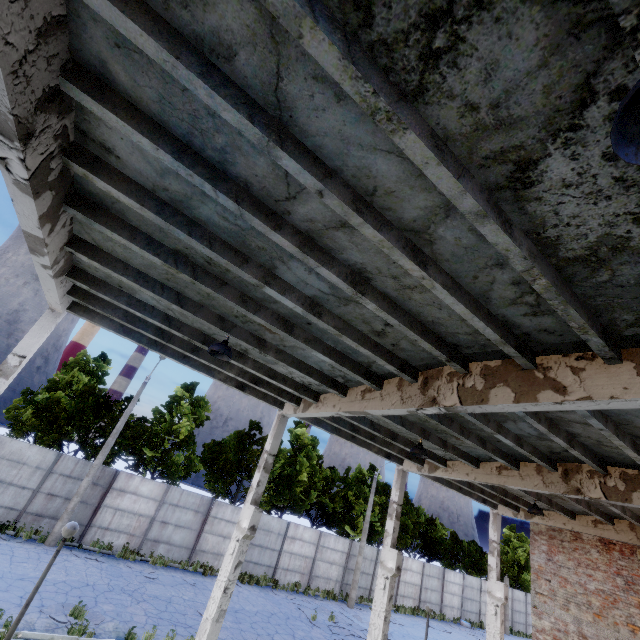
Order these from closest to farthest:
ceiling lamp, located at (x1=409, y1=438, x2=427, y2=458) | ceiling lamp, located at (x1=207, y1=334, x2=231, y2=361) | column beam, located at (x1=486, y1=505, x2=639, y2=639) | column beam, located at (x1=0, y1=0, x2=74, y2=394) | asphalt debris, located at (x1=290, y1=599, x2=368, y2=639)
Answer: column beam, located at (x1=0, y1=0, x2=74, y2=394) < ceiling lamp, located at (x1=207, y1=334, x2=231, y2=361) < ceiling lamp, located at (x1=409, y1=438, x2=427, y2=458) < column beam, located at (x1=486, y1=505, x2=639, y2=639) < asphalt debris, located at (x1=290, y1=599, x2=368, y2=639)

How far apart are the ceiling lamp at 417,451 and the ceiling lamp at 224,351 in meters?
5.9

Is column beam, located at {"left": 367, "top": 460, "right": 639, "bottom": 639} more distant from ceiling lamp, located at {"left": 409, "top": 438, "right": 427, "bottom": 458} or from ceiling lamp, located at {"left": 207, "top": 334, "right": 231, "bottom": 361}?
ceiling lamp, located at {"left": 207, "top": 334, "right": 231, "bottom": 361}

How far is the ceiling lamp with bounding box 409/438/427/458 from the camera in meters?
9.2 m

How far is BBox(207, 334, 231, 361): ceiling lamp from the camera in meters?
6.6 m

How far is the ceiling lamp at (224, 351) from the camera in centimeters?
659cm

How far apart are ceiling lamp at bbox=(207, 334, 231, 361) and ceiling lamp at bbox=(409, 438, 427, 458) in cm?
593

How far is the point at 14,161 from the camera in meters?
3.4
